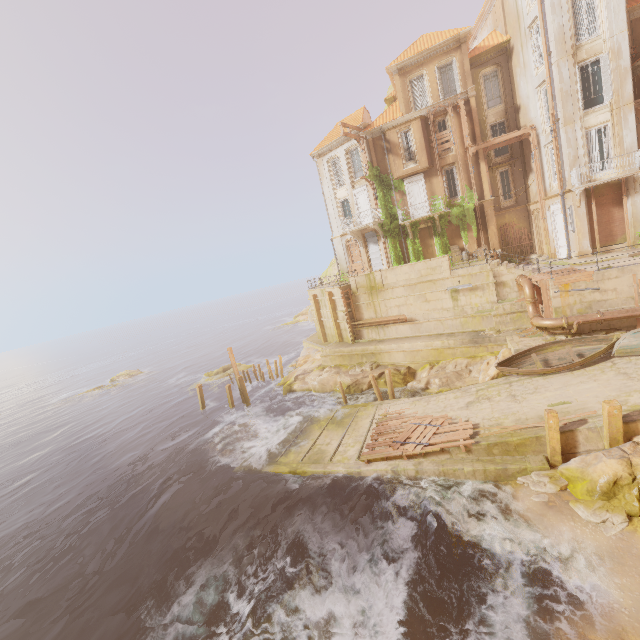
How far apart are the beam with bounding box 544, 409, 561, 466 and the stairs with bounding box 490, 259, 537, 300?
11.47m

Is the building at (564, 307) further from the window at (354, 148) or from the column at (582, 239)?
the window at (354, 148)

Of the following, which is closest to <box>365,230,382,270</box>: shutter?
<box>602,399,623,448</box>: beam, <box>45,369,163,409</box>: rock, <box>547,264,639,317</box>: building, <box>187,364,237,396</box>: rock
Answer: <box>187,364,237,396</box>: rock

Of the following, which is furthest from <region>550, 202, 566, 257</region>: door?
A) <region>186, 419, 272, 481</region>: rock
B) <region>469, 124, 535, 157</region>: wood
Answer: <region>186, 419, 272, 481</region>: rock

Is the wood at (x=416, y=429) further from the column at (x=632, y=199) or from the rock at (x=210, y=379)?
the rock at (x=210, y=379)

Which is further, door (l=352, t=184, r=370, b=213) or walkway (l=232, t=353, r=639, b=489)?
door (l=352, t=184, r=370, b=213)

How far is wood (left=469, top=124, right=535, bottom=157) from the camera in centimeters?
2347cm

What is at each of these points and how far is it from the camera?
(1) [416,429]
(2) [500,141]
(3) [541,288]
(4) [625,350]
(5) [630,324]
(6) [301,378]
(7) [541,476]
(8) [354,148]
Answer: (1) wood, 16.08m
(2) wood, 24.16m
(3) wood, 18.17m
(4) boat, 14.84m
(5) building, 16.62m
(6) rock, 28.09m
(7) rubble, 11.81m
(8) window, 29.45m
